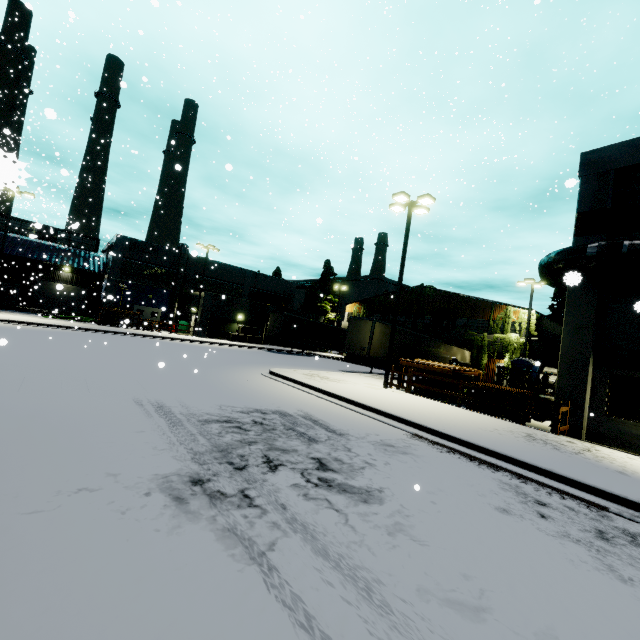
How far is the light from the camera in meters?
16.1 m

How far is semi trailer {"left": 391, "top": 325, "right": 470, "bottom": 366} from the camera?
24.75m

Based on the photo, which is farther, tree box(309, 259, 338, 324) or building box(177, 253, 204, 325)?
tree box(309, 259, 338, 324)

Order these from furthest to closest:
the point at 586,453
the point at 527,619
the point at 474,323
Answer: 1. the point at 474,323
2. the point at 586,453
3. the point at 527,619

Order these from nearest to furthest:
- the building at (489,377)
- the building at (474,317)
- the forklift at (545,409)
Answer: the forklift at (545,409), the building at (489,377), the building at (474,317)

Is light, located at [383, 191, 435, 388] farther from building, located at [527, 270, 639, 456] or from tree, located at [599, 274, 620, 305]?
tree, located at [599, 274, 620, 305]

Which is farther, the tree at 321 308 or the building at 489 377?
the tree at 321 308

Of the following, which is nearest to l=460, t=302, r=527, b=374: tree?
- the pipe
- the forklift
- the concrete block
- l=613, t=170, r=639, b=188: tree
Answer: the pipe
